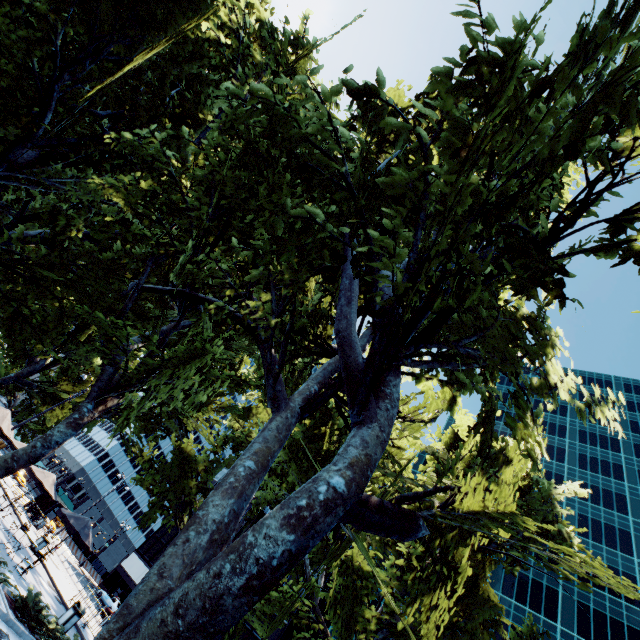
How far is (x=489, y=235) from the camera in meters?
9.2

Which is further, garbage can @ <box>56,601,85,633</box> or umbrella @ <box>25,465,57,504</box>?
umbrella @ <box>25,465,57,504</box>

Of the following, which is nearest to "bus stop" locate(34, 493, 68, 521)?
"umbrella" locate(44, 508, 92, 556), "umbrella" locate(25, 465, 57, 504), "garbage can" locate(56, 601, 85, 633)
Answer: "umbrella" locate(25, 465, 57, 504)

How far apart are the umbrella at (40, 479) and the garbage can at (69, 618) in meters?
6.6

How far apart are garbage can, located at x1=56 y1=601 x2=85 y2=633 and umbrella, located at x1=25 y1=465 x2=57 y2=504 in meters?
6.6 m

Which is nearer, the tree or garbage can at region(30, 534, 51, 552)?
the tree

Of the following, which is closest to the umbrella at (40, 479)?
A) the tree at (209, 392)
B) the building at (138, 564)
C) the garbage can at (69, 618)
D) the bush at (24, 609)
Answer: the tree at (209, 392)

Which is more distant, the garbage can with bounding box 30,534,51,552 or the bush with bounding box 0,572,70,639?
the garbage can with bounding box 30,534,51,552
